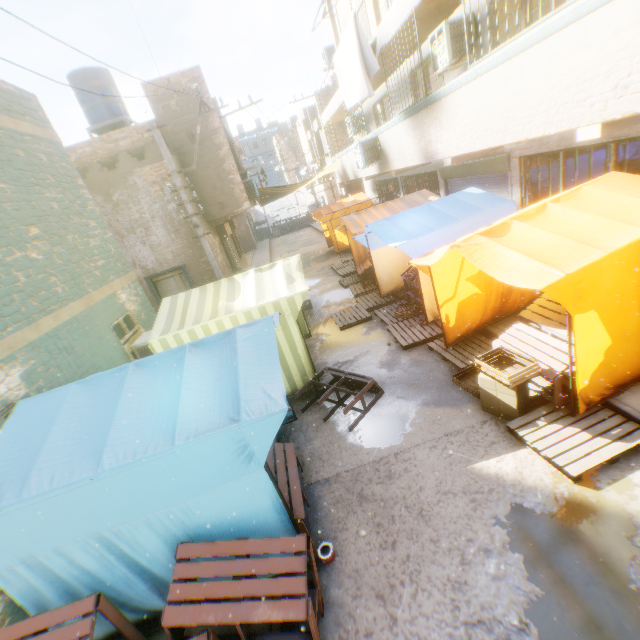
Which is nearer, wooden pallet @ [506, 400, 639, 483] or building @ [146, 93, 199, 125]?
wooden pallet @ [506, 400, 639, 483]

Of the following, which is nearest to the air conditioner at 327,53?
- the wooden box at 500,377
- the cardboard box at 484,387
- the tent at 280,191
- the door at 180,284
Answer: the tent at 280,191

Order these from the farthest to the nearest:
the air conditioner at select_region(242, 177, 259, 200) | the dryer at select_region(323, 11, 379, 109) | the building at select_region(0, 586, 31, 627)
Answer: the air conditioner at select_region(242, 177, 259, 200) < the dryer at select_region(323, 11, 379, 109) < the building at select_region(0, 586, 31, 627)

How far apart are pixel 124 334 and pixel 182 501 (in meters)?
6.88

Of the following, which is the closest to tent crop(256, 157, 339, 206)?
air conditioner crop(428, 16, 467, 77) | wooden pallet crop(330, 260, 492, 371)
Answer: wooden pallet crop(330, 260, 492, 371)

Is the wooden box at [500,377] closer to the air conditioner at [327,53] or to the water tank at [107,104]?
the air conditioner at [327,53]

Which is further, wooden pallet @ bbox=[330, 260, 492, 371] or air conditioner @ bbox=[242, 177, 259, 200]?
air conditioner @ bbox=[242, 177, 259, 200]

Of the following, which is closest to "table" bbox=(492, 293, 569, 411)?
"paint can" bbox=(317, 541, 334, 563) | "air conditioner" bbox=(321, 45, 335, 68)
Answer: "paint can" bbox=(317, 541, 334, 563)
